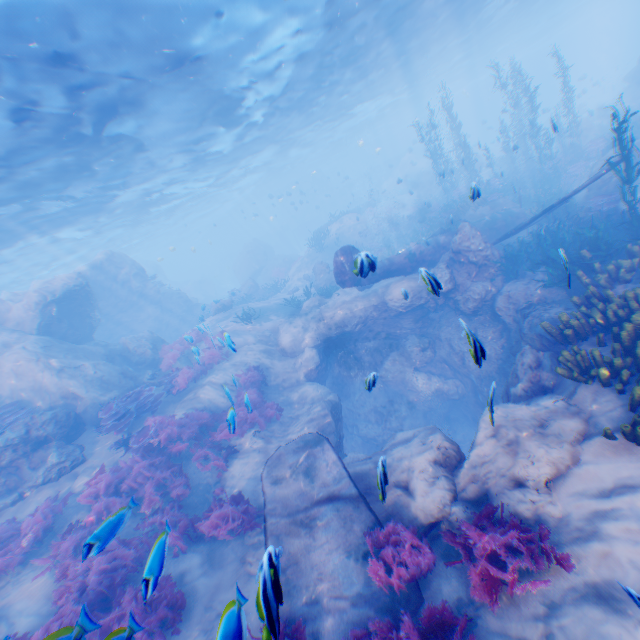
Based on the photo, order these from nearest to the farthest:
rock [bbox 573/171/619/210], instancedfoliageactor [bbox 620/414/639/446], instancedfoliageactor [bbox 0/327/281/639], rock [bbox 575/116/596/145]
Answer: instancedfoliageactor [bbox 620/414/639/446], instancedfoliageactor [bbox 0/327/281/639], rock [bbox 573/171/619/210], rock [bbox 575/116/596/145]

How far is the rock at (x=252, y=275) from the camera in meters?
30.8 m

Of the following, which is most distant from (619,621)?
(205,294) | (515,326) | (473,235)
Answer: (205,294)

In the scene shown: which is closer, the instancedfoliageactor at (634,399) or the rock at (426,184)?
the instancedfoliageactor at (634,399)

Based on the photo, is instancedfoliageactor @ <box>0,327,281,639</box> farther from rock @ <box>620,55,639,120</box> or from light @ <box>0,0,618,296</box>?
light @ <box>0,0,618,296</box>

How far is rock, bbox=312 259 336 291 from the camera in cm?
2219

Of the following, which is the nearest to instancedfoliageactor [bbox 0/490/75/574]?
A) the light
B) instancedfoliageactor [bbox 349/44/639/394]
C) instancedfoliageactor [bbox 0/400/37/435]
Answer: instancedfoliageactor [bbox 349/44/639/394]

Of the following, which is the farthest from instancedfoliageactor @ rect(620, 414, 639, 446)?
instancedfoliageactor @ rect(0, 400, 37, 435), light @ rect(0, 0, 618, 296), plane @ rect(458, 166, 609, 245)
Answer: light @ rect(0, 0, 618, 296)
